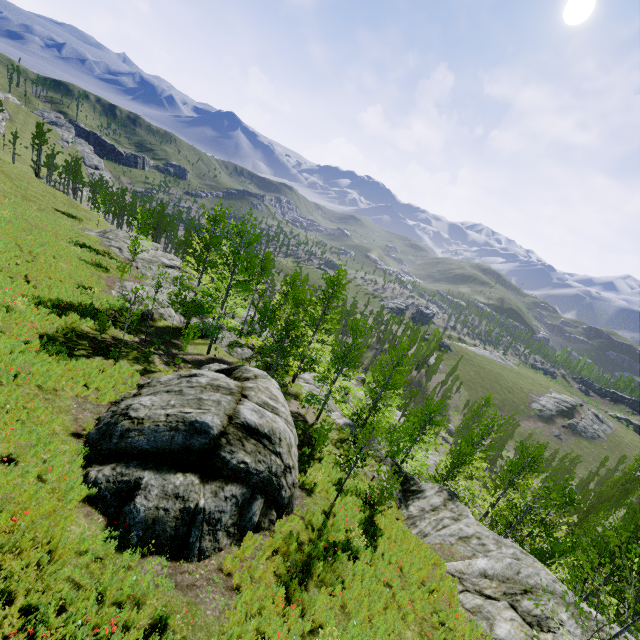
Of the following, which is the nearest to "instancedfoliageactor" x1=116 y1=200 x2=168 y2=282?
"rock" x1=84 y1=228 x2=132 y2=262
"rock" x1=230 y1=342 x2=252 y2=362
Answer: "rock" x1=84 y1=228 x2=132 y2=262

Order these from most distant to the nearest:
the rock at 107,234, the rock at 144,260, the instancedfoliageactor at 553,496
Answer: the rock at 107,234, the rock at 144,260, the instancedfoliageactor at 553,496

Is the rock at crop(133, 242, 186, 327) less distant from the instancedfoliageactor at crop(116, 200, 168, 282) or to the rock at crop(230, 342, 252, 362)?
the instancedfoliageactor at crop(116, 200, 168, 282)

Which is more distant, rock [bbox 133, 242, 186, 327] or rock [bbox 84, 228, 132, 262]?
rock [bbox 84, 228, 132, 262]

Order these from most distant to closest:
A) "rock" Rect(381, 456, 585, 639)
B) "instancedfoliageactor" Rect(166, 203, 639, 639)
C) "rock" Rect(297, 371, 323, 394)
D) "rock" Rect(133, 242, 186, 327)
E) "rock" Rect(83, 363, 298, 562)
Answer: "rock" Rect(297, 371, 323, 394)
"rock" Rect(133, 242, 186, 327)
"instancedfoliageactor" Rect(166, 203, 639, 639)
"rock" Rect(381, 456, 585, 639)
"rock" Rect(83, 363, 298, 562)

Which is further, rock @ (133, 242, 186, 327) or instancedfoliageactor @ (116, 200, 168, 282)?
rock @ (133, 242, 186, 327)

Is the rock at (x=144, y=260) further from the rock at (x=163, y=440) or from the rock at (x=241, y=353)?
the rock at (x=241, y=353)

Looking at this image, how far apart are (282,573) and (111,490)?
4.92m
